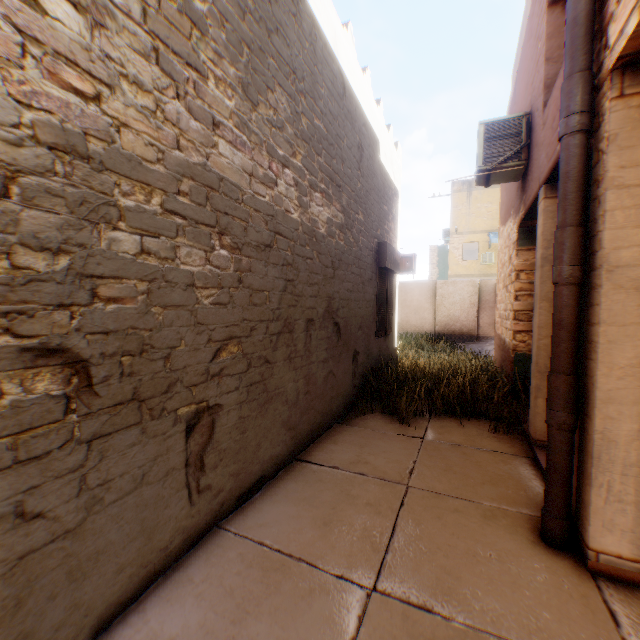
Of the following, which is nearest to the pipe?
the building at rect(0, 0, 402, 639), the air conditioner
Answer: the building at rect(0, 0, 402, 639)

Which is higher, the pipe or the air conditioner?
the air conditioner

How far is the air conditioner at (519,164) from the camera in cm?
513

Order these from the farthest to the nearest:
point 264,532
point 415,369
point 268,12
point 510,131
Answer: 1. point 415,369
2. point 510,131
3. point 268,12
4. point 264,532

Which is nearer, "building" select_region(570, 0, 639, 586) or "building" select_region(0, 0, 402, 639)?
"building" select_region(0, 0, 402, 639)

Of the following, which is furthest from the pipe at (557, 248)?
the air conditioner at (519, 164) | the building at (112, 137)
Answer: the air conditioner at (519, 164)

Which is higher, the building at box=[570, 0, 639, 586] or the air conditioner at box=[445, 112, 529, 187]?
the air conditioner at box=[445, 112, 529, 187]

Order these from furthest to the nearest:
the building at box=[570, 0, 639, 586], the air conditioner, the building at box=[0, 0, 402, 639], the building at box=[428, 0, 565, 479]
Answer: the air conditioner → the building at box=[428, 0, 565, 479] → the building at box=[570, 0, 639, 586] → the building at box=[0, 0, 402, 639]
